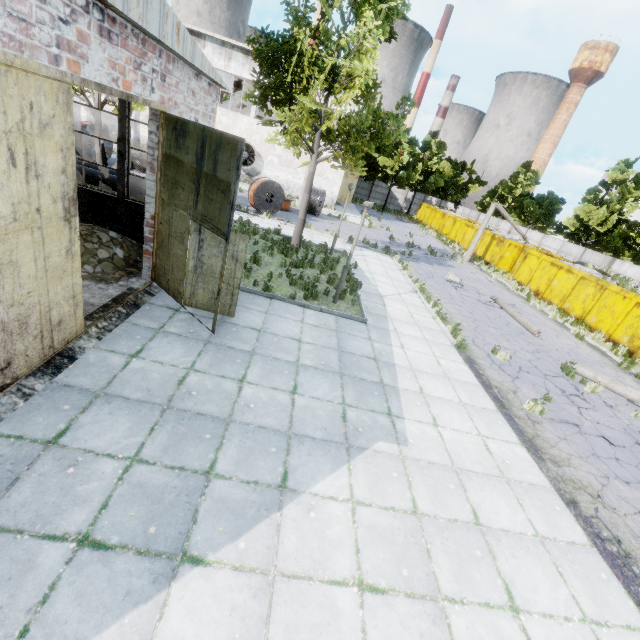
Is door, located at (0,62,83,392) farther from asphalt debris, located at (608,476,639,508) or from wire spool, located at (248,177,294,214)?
wire spool, located at (248,177,294,214)

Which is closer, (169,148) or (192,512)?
(192,512)

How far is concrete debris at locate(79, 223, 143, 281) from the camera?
7.87m

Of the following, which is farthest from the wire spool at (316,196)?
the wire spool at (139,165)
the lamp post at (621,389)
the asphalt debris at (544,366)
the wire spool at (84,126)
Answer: the lamp post at (621,389)

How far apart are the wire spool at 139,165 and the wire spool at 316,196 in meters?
10.0 m

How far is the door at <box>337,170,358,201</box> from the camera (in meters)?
36.23

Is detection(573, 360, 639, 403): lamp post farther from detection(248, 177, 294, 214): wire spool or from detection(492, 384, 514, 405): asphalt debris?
detection(248, 177, 294, 214): wire spool

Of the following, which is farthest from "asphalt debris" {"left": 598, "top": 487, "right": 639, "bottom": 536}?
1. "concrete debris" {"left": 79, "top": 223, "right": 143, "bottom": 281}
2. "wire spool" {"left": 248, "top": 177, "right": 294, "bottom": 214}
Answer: "wire spool" {"left": 248, "top": 177, "right": 294, "bottom": 214}
